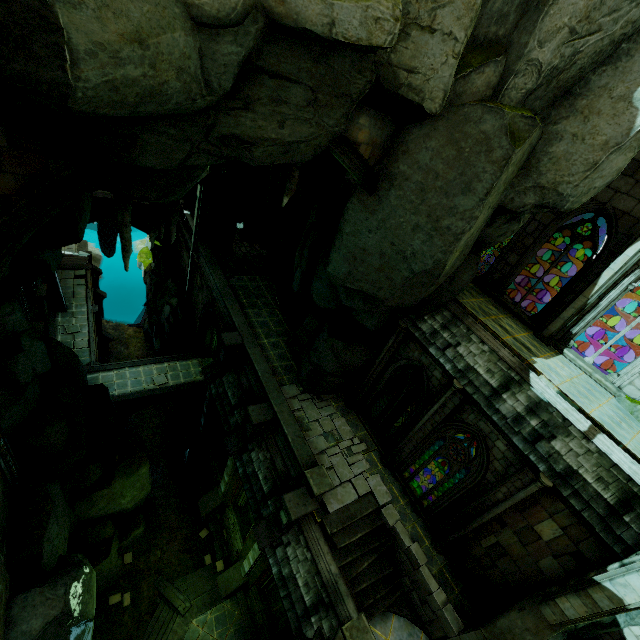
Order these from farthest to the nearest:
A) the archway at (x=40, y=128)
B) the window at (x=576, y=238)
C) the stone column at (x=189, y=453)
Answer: the stone column at (x=189, y=453), the window at (x=576, y=238), the archway at (x=40, y=128)

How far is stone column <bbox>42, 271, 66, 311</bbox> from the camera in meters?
21.6

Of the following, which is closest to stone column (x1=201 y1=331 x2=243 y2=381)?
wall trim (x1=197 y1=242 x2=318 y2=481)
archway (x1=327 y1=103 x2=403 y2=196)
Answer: wall trim (x1=197 y1=242 x2=318 y2=481)

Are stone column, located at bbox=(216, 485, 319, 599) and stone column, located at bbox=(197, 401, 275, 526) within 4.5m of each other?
yes

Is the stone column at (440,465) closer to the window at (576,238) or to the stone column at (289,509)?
the window at (576,238)

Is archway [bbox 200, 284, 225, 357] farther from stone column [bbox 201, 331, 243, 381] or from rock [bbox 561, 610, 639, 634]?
rock [bbox 561, 610, 639, 634]

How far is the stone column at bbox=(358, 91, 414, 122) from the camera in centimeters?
738cm

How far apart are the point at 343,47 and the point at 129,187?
5.22m
